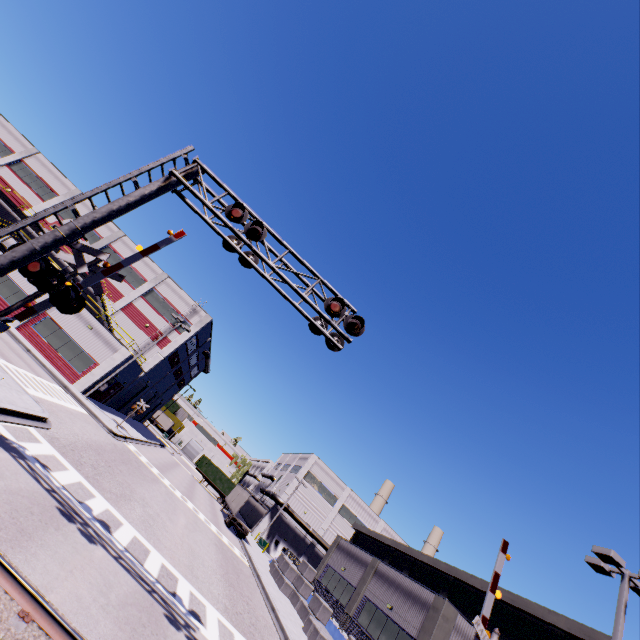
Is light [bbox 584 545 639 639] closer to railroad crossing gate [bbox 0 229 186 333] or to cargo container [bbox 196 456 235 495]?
railroad crossing gate [bbox 0 229 186 333]

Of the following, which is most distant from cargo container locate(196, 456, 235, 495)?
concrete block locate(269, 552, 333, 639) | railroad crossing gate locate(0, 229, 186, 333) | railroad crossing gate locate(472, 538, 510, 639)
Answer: railroad crossing gate locate(472, 538, 510, 639)

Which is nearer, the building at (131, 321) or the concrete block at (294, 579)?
the concrete block at (294, 579)

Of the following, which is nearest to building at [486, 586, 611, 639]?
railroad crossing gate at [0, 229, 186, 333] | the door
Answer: the door

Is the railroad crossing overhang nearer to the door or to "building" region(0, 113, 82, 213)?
"building" region(0, 113, 82, 213)

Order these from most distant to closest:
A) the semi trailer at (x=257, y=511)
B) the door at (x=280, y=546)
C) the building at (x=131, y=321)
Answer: the door at (x=280, y=546) < the building at (x=131, y=321) < the semi trailer at (x=257, y=511)

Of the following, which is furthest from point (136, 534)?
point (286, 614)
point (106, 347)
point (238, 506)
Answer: point (238, 506)

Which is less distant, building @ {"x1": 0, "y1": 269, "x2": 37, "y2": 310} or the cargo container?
building @ {"x1": 0, "y1": 269, "x2": 37, "y2": 310}
